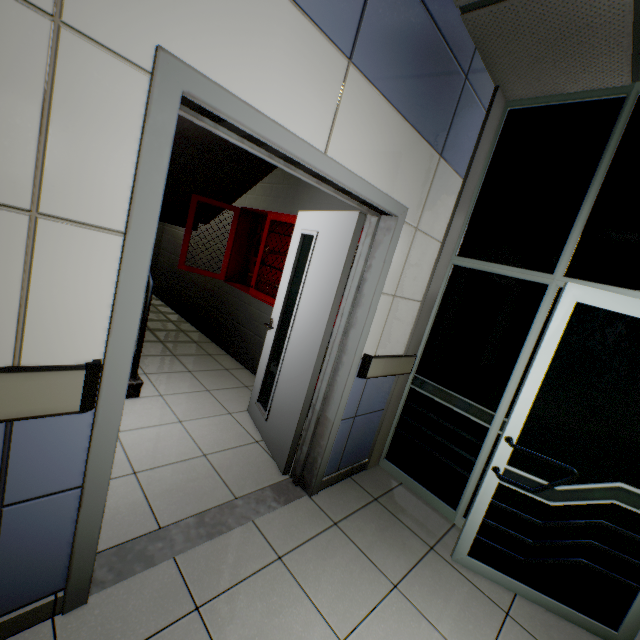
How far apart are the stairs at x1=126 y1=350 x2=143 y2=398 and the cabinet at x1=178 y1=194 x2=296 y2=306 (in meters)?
0.69

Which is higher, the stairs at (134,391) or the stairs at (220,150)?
the stairs at (220,150)

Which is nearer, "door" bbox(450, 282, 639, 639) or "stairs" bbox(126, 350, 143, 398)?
"door" bbox(450, 282, 639, 639)

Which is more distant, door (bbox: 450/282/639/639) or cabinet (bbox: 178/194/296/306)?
cabinet (bbox: 178/194/296/306)

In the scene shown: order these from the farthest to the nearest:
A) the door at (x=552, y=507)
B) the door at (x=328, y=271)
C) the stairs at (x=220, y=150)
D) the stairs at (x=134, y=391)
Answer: the stairs at (x=220, y=150) < the stairs at (x=134, y=391) < the door at (x=552, y=507) < the door at (x=328, y=271)

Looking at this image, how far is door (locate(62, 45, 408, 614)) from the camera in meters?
1.1 m

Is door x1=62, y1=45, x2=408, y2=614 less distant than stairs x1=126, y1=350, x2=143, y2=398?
Yes

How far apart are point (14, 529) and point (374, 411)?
2.2 meters
